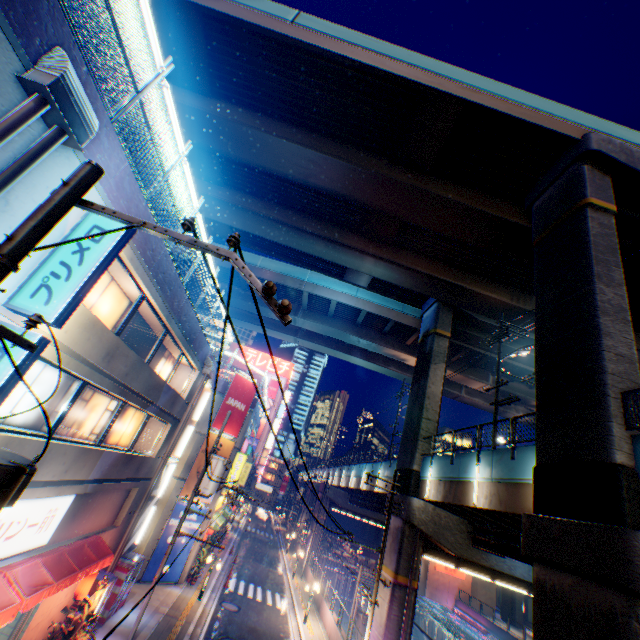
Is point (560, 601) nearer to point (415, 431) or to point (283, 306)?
point (283, 306)

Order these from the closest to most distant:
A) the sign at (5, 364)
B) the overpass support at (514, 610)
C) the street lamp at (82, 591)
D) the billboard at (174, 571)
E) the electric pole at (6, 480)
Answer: the electric pole at (6, 480), the sign at (5, 364), the street lamp at (82, 591), the billboard at (174, 571), the overpass support at (514, 610)

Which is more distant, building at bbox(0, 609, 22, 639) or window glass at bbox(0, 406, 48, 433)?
building at bbox(0, 609, 22, 639)

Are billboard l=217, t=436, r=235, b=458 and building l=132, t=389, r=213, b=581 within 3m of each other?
yes

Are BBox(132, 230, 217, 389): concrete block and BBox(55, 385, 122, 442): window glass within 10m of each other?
yes

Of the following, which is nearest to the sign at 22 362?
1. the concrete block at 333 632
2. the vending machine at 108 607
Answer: the concrete block at 333 632

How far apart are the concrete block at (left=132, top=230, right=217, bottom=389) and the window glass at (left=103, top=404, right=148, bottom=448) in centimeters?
343cm

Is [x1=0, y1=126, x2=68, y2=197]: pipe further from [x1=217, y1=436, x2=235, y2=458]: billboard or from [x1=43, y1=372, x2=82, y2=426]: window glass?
Answer: [x1=217, y1=436, x2=235, y2=458]: billboard
